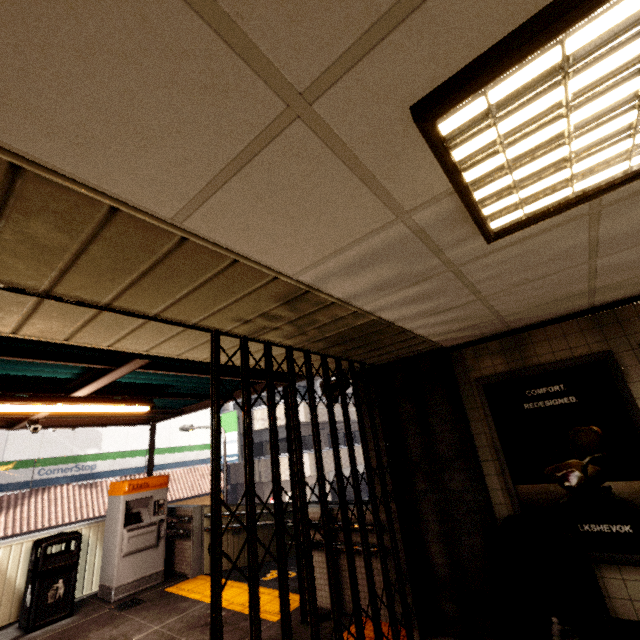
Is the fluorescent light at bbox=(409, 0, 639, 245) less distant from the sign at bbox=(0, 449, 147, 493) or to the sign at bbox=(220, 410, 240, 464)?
the sign at bbox=(0, 449, 147, 493)

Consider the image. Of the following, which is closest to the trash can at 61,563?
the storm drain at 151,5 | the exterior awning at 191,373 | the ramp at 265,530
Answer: the exterior awning at 191,373

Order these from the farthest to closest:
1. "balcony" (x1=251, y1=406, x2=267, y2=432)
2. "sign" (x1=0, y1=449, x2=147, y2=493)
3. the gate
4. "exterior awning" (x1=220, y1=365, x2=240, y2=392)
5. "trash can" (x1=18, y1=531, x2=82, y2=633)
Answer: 1. "balcony" (x1=251, y1=406, x2=267, y2=432)
2. "sign" (x1=0, y1=449, x2=147, y2=493)
3. "trash can" (x1=18, y1=531, x2=82, y2=633)
4. "exterior awning" (x1=220, y1=365, x2=240, y2=392)
5. the gate

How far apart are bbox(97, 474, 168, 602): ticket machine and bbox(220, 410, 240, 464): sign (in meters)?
10.00

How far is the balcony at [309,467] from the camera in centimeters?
1842cm

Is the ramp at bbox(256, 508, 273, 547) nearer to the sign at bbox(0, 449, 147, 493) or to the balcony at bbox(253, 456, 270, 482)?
the balcony at bbox(253, 456, 270, 482)

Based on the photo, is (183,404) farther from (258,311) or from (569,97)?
(569,97)

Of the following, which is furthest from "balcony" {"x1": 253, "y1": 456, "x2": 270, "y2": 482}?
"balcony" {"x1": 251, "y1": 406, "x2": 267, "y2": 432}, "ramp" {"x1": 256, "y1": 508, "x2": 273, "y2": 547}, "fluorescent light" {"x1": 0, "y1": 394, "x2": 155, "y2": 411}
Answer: "fluorescent light" {"x1": 0, "y1": 394, "x2": 155, "y2": 411}
